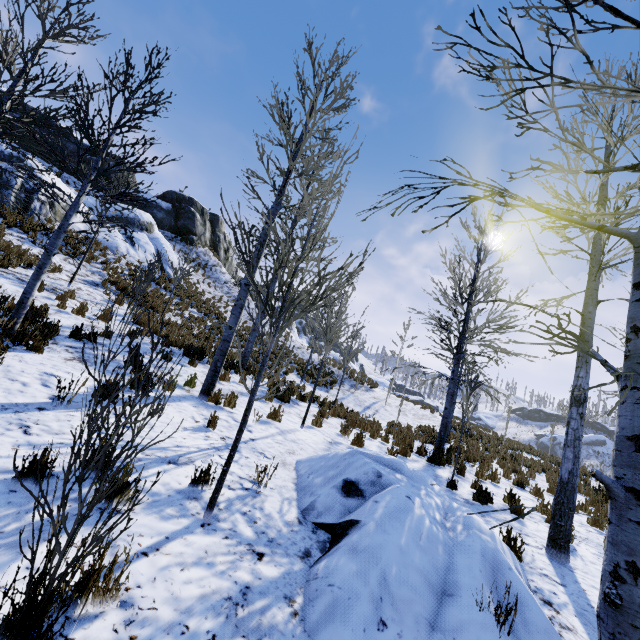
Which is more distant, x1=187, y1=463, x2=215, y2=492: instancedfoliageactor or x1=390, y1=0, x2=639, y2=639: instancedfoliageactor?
x1=187, y1=463, x2=215, y2=492: instancedfoliageactor

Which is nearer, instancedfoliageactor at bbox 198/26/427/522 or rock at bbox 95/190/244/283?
instancedfoliageactor at bbox 198/26/427/522

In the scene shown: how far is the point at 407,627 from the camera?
2.50m

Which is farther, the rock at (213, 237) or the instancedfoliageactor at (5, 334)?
the rock at (213, 237)

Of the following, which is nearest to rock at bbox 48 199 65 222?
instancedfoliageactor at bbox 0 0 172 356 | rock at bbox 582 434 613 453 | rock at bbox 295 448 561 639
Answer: instancedfoliageactor at bbox 0 0 172 356

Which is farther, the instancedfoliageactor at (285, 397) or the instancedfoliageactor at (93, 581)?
the instancedfoliageactor at (285, 397)

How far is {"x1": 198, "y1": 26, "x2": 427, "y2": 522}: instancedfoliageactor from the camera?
3.4 meters

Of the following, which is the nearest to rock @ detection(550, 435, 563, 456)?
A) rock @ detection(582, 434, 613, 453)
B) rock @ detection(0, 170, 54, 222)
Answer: rock @ detection(582, 434, 613, 453)
